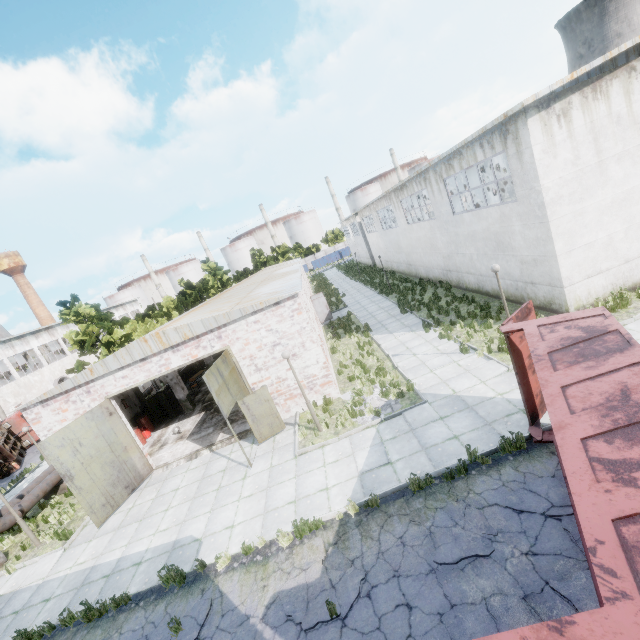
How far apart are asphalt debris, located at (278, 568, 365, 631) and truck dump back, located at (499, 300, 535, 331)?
5.08m

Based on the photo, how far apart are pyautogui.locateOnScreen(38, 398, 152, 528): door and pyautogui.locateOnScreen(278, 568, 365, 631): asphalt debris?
8.77m

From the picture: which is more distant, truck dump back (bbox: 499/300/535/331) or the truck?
the truck

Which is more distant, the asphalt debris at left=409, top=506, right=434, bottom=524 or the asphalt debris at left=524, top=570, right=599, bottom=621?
the asphalt debris at left=409, top=506, right=434, bottom=524

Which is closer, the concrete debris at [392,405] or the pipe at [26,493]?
the concrete debris at [392,405]

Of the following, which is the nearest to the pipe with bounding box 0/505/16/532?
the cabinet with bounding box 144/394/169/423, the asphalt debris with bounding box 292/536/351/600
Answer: the cabinet with bounding box 144/394/169/423

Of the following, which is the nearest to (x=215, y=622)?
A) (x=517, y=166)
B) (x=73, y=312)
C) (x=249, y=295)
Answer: (x=249, y=295)

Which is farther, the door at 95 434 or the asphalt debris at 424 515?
the door at 95 434
